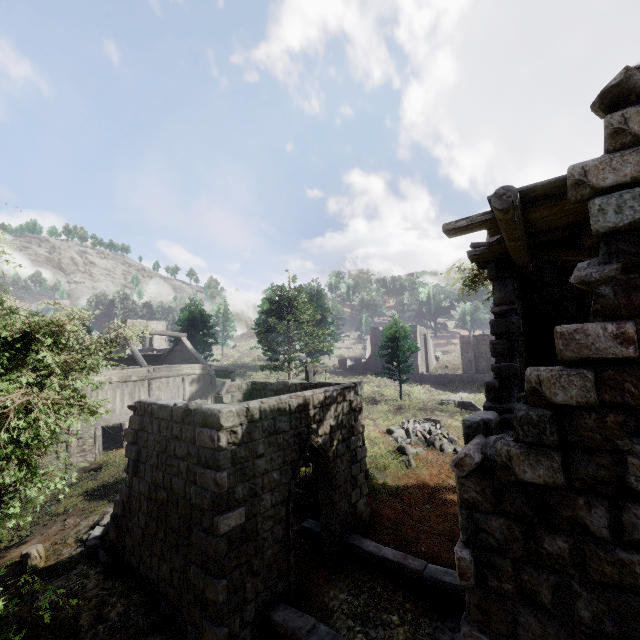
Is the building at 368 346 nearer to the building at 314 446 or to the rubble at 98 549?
the building at 314 446

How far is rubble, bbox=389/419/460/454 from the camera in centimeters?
1792cm

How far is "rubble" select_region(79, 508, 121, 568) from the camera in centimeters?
909cm

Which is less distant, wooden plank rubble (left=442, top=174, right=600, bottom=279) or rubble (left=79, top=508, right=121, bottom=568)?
wooden plank rubble (left=442, top=174, right=600, bottom=279)

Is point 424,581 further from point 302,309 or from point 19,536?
point 302,309

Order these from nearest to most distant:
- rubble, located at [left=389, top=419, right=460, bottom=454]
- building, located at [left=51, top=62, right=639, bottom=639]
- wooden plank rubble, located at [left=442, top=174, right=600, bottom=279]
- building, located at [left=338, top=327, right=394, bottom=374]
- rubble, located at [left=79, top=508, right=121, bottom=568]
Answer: building, located at [left=51, top=62, right=639, bottom=639] < wooden plank rubble, located at [left=442, top=174, right=600, bottom=279] < rubble, located at [left=79, top=508, right=121, bottom=568] < rubble, located at [left=389, top=419, right=460, bottom=454] < building, located at [left=338, top=327, right=394, bottom=374]

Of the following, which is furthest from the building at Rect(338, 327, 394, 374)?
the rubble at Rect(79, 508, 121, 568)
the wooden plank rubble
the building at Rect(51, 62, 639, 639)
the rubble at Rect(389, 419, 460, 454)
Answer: the wooden plank rubble

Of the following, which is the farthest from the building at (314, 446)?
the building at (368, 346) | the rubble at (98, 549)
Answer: the building at (368, 346)
